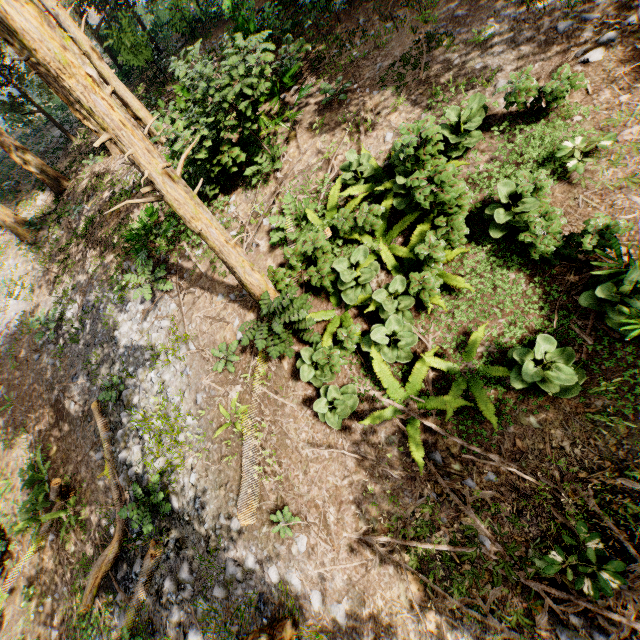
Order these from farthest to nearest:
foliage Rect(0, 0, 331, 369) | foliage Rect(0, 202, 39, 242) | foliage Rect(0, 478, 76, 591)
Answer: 1. foliage Rect(0, 202, 39, 242)
2. foliage Rect(0, 478, 76, 591)
3. foliage Rect(0, 0, 331, 369)

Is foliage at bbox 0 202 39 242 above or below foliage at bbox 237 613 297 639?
above

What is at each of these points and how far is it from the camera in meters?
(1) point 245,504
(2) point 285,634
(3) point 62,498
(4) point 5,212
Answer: (1) foliage, 7.0
(2) foliage, 5.9
(3) foliage, 9.9
(4) foliage, 16.2

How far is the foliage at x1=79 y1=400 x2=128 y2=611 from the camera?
8.0m

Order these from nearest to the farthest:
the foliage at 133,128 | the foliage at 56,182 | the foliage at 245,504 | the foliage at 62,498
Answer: the foliage at 133,128
the foliage at 245,504
the foliage at 62,498
the foliage at 56,182

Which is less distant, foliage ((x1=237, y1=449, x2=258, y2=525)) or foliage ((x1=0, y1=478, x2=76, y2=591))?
foliage ((x1=237, y1=449, x2=258, y2=525))

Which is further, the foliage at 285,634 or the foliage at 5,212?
the foliage at 5,212
